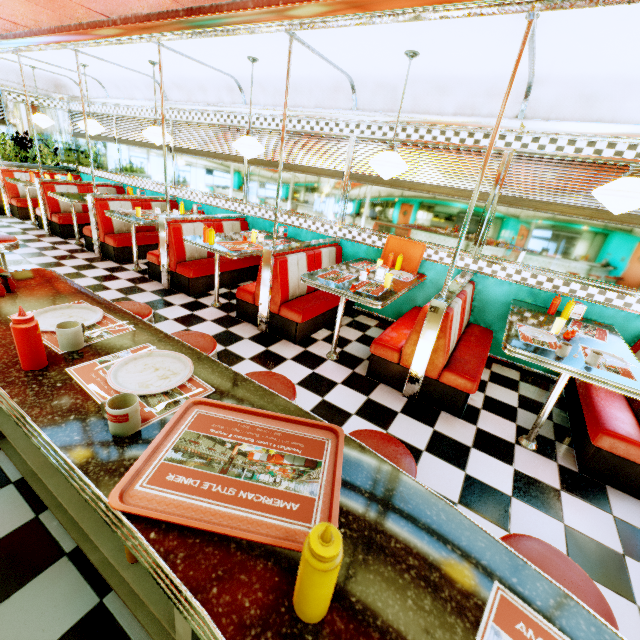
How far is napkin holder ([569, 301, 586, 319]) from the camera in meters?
3.5 m

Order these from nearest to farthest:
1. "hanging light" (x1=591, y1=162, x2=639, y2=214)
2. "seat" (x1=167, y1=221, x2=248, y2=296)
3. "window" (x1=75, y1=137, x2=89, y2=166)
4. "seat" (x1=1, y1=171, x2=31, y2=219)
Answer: "hanging light" (x1=591, y1=162, x2=639, y2=214)
"seat" (x1=167, y1=221, x2=248, y2=296)
"seat" (x1=1, y1=171, x2=31, y2=219)
"window" (x1=75, y1=137, x2=89, y2=166)

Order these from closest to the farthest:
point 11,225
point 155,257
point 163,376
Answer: point 163,376
point 155,257
point 11,225

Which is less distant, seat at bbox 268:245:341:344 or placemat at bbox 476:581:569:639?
placemat at bbox 476:581:569:639

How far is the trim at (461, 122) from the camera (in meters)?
3.57

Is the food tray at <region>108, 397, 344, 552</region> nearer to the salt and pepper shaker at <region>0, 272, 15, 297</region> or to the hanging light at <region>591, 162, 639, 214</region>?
the salt and pepper shaker at <region>0, 272, 15, 297</region>

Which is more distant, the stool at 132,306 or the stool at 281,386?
the stool at 132,306

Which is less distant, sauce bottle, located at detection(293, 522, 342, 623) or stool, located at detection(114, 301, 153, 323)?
sauce bottle, located at detection(293, 522, 342, 623)
